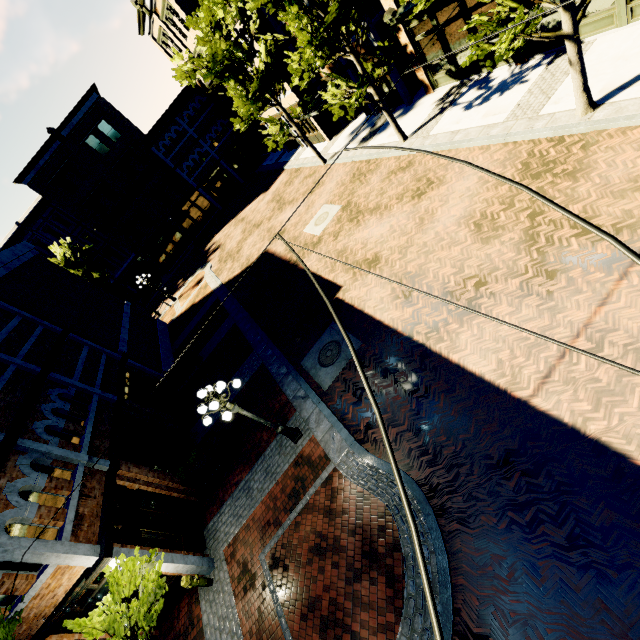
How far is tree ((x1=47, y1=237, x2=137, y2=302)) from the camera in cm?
3044

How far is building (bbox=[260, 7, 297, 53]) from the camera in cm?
1917

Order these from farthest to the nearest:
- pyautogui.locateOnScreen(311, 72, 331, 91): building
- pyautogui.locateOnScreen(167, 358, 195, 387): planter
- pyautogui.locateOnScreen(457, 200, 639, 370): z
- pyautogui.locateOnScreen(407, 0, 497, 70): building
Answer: pyautogui.locateOnScreen(311, 72, 331, 91): building < pyautogui.locateOnScreen(167, 358, 195, 387): planter < pyautogui.locateOnScreen(407, 0, 497, 70): building < pyautogui.locateOnScreen(457, 200, 639, 370): z

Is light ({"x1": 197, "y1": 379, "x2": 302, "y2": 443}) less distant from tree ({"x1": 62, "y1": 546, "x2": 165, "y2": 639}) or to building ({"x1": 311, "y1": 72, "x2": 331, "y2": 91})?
tree ({"x1": 62, "y1": 546, "x2": 165, "y2": 639})

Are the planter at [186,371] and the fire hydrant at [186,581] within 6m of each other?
no

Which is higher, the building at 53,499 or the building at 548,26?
the building at 53,499

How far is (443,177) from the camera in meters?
12.7
